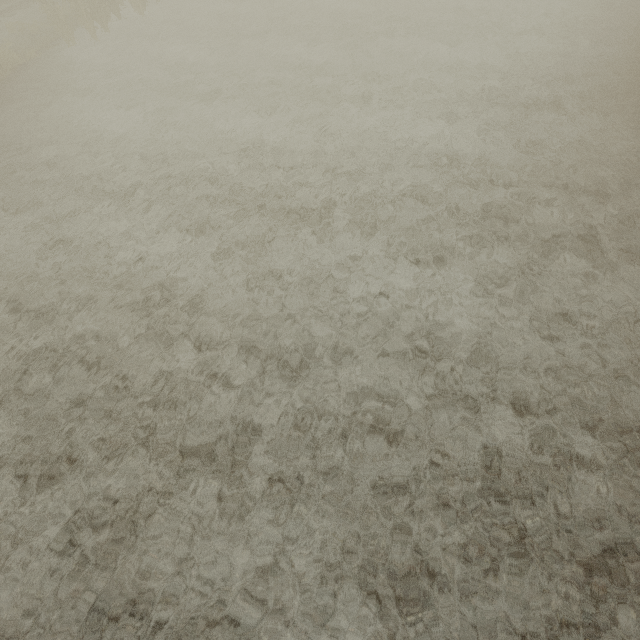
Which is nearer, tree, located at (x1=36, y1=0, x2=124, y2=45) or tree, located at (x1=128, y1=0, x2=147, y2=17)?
tree, located at (x1=36, y1=0, x2=124, y2=45)

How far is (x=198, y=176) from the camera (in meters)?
8.24

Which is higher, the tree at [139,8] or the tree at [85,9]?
the tree at [85,9]

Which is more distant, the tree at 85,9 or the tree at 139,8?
the tree at 139,8

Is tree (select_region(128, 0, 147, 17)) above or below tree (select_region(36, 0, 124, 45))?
below
